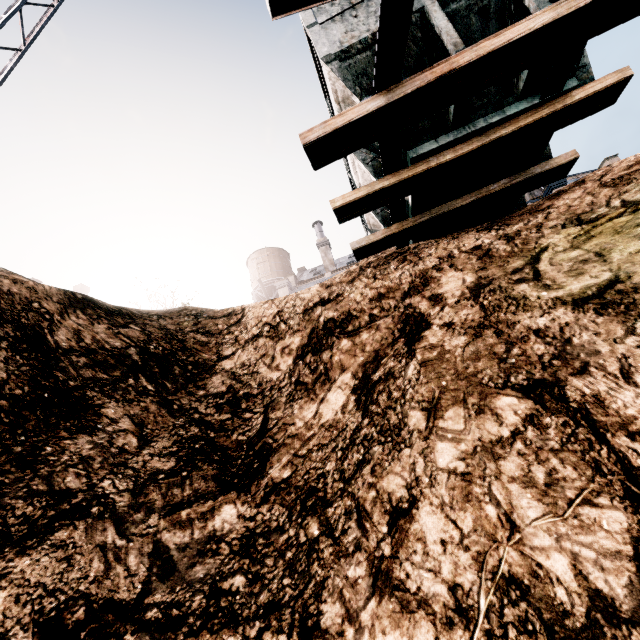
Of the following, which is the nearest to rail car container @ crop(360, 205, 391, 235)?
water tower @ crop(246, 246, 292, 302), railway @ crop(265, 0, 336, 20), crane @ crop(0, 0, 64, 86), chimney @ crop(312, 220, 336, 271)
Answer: railway @ crop(265, 0, 336, 20)

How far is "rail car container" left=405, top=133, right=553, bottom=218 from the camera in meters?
6.9 m

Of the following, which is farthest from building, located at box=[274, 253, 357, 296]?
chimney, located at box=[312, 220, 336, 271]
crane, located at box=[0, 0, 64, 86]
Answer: crane, located at box=[0, 0, 64, 86]

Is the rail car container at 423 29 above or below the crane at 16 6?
below

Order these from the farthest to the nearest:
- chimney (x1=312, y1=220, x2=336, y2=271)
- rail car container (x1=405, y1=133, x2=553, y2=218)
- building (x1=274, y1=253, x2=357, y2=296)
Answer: chimney (x1=312, y1=220, x2=336, y2=271), building (x1=274, y1=253, x2=357, y2=296), rail car container (x1=405, y1=133, x2=553, y2=218)

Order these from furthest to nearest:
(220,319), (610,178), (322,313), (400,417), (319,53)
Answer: (220,319) → (322,313) → (610,178) → (319,53) → (400,417)

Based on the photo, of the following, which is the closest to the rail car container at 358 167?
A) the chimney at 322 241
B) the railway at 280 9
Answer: the railway at 280 9
